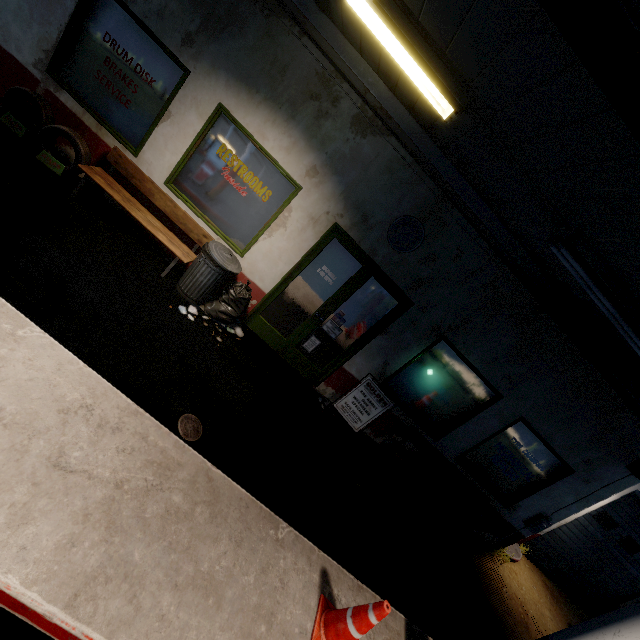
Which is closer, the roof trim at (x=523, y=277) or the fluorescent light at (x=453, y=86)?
the fluorescent light at (x=453, y=86)

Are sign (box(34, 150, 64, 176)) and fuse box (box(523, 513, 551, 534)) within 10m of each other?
no

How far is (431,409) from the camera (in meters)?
6.31

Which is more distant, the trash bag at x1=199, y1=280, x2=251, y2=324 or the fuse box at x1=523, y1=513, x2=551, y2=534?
the fuse box at x1=523, y1=513, x2=551, y2=534

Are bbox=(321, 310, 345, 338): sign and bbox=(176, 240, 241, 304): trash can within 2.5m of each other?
yes

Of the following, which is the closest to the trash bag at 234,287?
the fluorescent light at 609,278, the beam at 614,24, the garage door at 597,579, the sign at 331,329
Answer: the sign at 331,329

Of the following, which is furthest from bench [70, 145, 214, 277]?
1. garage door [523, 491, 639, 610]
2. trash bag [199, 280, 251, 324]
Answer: garage door [523, 491, 639, 610]

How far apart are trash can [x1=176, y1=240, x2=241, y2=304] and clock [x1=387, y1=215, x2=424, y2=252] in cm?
247
